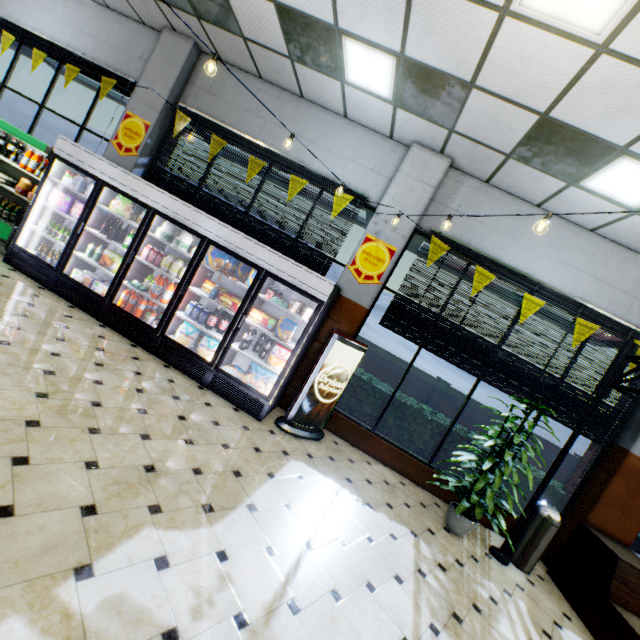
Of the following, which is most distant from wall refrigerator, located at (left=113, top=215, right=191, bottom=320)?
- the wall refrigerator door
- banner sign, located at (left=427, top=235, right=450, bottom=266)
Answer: banner sign, located at (left=427, top=235, right=450, bottom=266)

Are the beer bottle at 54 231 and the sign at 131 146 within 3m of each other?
yes

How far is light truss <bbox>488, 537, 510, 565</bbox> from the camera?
4.4m

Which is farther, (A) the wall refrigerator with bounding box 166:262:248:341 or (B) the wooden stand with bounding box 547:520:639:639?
(A) the wall refrigerator with bounding box 166:262:248:341

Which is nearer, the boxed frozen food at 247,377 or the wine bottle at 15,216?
the boxed frozen food at 247,377

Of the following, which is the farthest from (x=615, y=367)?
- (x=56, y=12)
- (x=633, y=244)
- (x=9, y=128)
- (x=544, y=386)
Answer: (x=56, y=12)

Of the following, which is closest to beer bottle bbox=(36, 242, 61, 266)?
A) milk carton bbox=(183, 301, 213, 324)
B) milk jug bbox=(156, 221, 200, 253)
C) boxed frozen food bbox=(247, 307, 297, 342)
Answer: milk jug bbox=(156, 221, 200, 253)

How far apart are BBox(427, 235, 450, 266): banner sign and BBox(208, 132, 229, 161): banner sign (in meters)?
3.22
